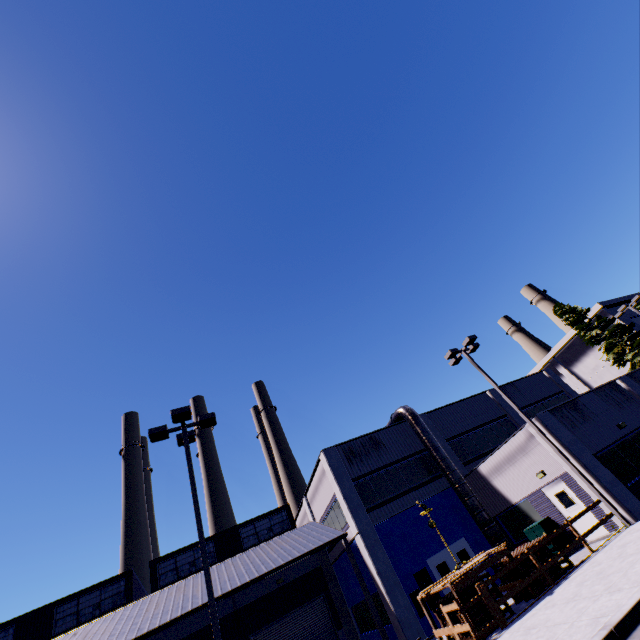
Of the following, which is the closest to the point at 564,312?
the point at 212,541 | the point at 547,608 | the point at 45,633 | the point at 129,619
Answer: the point at 547,608

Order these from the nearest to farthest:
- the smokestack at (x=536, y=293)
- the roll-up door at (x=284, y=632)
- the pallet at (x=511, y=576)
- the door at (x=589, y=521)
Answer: the pallet at (x=511, y=576) < the door at (x=589, y=521) < the roll-up door at (x=284, y=632) < the smokestack at (x=536, y=293)

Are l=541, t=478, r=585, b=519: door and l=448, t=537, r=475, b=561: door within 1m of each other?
no

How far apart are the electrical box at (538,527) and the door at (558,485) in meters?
0.3

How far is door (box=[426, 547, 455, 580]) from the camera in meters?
17.4

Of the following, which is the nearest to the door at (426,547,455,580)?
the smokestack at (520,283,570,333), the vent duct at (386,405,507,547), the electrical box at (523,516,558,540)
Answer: the vent duct at (386,405,507,547)

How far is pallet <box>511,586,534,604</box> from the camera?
11.8m

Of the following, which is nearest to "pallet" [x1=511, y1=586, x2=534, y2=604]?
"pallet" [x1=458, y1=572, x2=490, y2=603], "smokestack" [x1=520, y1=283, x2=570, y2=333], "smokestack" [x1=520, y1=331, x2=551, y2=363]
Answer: "pallet" [x1=458, y1=572, x2=490, y2=603]
